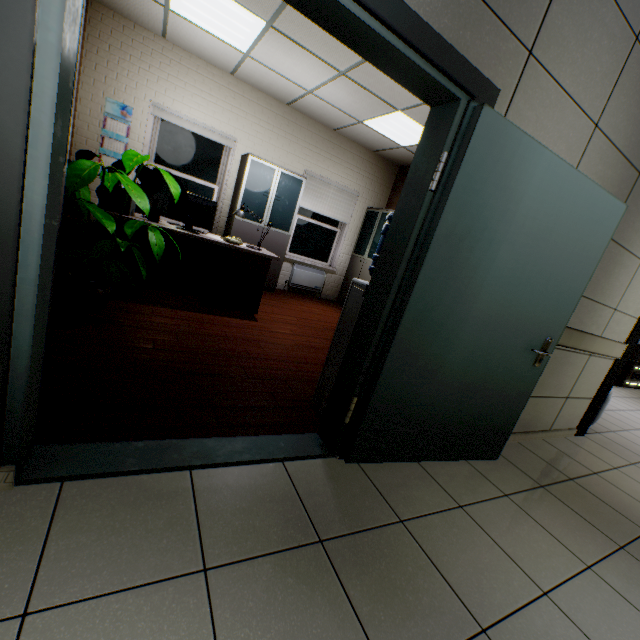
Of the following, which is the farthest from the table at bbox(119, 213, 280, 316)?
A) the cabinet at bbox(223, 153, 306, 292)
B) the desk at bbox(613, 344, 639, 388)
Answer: the desk at bbox(613, 344, 639, 388)

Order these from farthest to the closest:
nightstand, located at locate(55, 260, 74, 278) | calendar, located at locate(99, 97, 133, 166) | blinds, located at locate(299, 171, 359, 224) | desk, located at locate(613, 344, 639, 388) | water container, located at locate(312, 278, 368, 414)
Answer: desk, located at locate(613, 344, 639, 388), blinds, located at locate(299, 171, 359, 224), calendar, located at locate(99, 97, 133, 166), nightstand, located at locate(55, 260, 74, 278), water container, located at locate(312, 278, 368, 414)

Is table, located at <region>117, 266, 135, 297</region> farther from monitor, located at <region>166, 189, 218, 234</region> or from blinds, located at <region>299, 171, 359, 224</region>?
blinds, located at <region>299, 171, 359, 224</region>

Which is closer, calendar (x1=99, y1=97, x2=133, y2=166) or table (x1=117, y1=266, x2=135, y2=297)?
table (x1=117, y1=266, x2=135, y2=297)

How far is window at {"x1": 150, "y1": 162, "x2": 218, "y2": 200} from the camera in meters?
5.4

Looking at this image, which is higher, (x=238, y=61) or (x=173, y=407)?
(x=238, y=61)

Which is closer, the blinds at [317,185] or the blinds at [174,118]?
the blinds at [174,118]

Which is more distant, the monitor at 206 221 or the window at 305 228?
the window at 305 228
